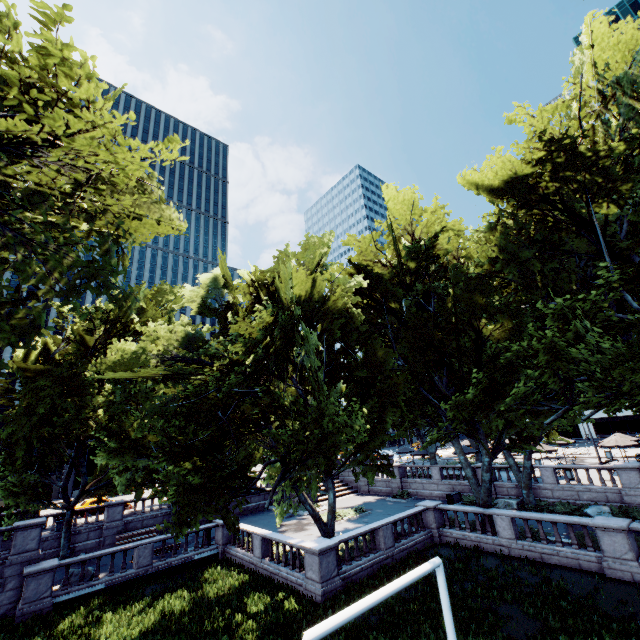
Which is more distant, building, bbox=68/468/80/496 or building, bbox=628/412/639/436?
building, bbox=628/412/639/436

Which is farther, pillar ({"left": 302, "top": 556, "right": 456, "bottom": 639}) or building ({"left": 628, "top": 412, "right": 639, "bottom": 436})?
building ({"left": 628, "top": 412, "right": 639, "bottom": 436})

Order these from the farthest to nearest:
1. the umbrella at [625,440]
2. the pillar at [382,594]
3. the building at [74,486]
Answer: the building at [74,486], the umbrella at [625,440], the pillar at [382,594]

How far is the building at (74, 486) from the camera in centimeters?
4850cm

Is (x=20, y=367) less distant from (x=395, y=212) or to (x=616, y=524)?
(x=395, y=212)

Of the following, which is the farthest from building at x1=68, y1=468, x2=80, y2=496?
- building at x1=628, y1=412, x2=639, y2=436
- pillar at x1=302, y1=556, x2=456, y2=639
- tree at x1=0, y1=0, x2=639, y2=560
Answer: building at x1=628, y1=412, x2=639, y2=436

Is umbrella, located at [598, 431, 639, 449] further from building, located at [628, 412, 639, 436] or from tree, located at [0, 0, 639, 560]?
building, located at [628, 412, 639, 436]

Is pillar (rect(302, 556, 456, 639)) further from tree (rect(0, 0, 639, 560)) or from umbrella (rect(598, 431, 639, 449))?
umbrella (rect(598, 431, 639, 449))
